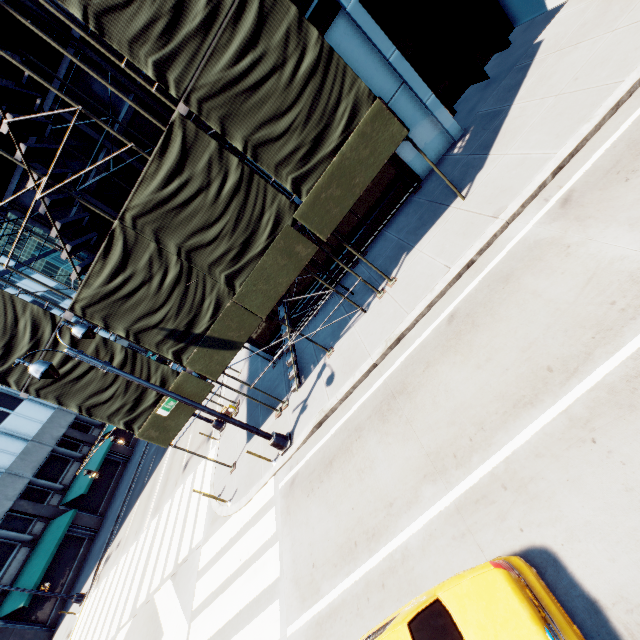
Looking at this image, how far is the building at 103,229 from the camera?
11.76m

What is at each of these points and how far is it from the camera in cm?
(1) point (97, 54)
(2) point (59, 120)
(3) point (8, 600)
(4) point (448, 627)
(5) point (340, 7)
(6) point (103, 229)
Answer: (1) building, 980
(2) building, 1045
(3) building, 2200
(4) vehicle, 383
(5) building, 1017
(6) building, 1207

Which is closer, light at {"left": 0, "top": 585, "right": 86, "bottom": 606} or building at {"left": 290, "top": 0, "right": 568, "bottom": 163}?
building at {"left": 290, "top": 0, "right": 568, "bottom": 163}

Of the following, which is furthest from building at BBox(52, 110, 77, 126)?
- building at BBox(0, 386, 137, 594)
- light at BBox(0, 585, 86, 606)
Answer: building at BBox(0, 386, 137, 594)

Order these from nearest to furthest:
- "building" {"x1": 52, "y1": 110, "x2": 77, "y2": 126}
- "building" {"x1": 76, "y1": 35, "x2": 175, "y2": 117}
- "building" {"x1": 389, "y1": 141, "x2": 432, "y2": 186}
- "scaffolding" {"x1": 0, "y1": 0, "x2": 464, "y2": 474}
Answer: "scaffolding" {"x1": 0, "y1": 0, "x2": 464, "y2": 474}
"building" {"x1": 76, "y1": 35, "x2": 175, "y2": 117}
"building" {"x1": 52, "y1": 110, "x2": 77, "y2": 126}
"building" {"x1": 389, "y1": 141, "x2": 432, "y2": 186}

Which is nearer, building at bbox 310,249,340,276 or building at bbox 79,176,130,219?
building at bbox 79,176,130,219

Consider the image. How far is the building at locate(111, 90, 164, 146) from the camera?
10.5 meters

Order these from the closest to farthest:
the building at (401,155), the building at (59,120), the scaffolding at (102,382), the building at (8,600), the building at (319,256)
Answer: the scaffolding at (102,382) → the building at (59,120) → the building at (401,155) → the building at (319,256) → the building at (8,600)
